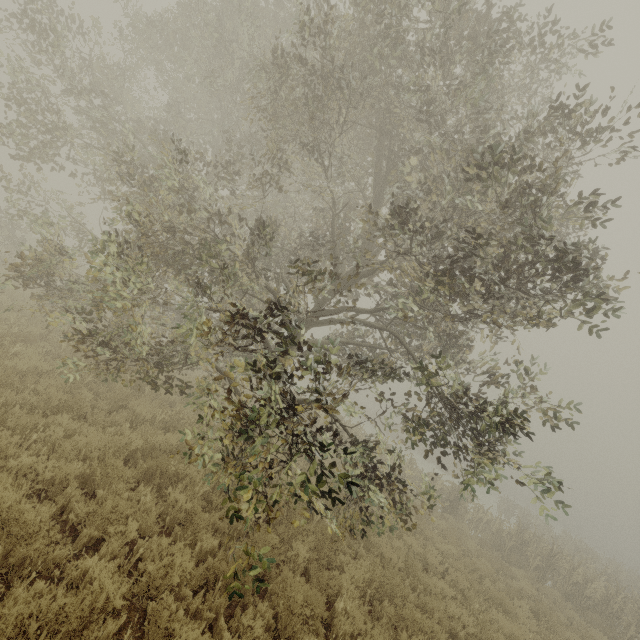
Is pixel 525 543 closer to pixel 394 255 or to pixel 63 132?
pixel 394 255
